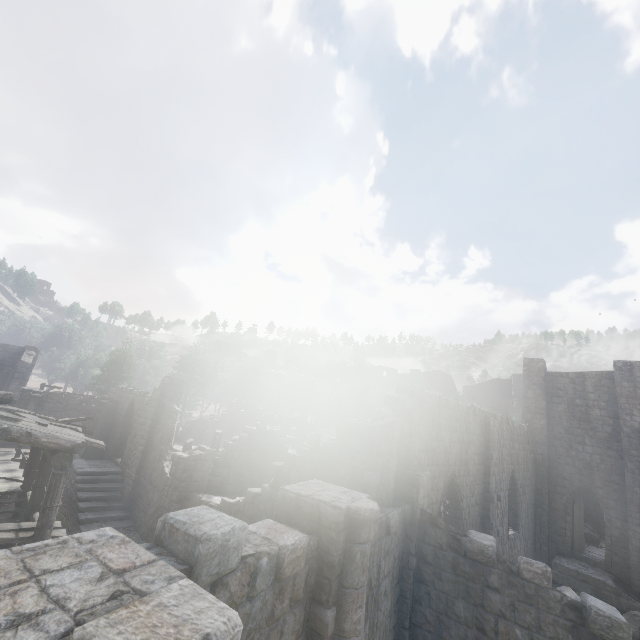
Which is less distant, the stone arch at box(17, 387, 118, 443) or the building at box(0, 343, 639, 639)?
the building at box(0, 343, 639, 639)

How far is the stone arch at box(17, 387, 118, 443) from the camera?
21.16m

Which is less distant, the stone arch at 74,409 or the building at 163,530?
the building at 163,530

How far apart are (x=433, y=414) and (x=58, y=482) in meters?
12.2 m

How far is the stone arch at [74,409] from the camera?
21.2m
